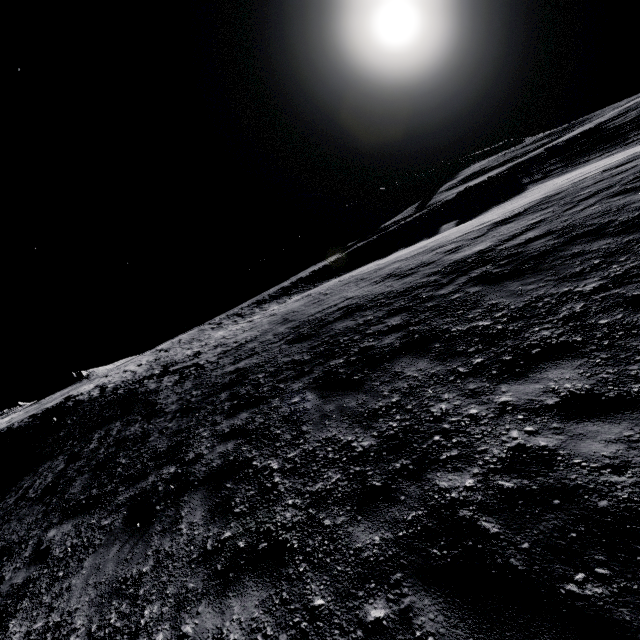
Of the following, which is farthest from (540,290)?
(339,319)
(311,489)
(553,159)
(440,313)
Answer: (553,159)
